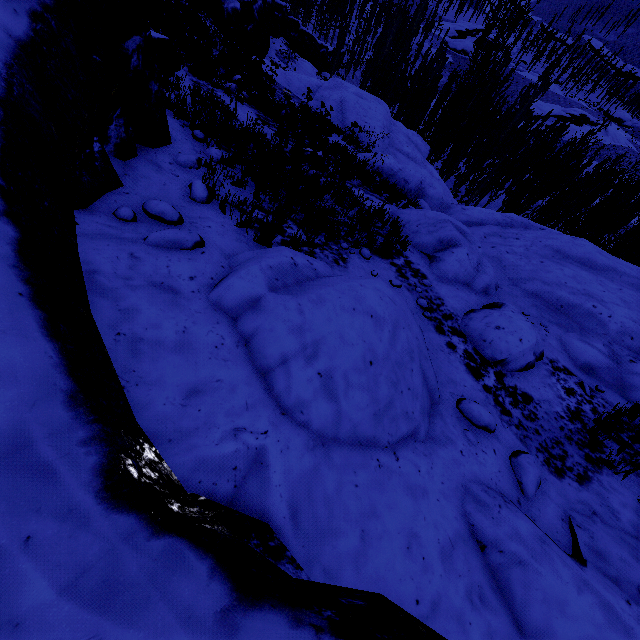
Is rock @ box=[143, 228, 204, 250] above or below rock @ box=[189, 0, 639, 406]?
above

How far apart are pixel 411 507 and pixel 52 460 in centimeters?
270cm

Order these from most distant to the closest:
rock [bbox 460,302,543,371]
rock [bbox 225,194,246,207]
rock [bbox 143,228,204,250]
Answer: rock [bbox 460,302,543,371], rock [bbox 225,194,246,207], rock [bbox 143,228,204,250]

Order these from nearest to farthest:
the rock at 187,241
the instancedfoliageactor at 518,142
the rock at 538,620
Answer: the rock at 538,620 < the rock at 187,241 < the instancedfoliageactor at 518,142

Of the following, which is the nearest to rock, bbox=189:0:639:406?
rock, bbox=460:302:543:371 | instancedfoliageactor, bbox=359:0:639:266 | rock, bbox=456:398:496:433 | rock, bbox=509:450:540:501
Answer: rock, bbox=460:302:543:371

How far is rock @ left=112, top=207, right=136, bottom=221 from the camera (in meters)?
3.75

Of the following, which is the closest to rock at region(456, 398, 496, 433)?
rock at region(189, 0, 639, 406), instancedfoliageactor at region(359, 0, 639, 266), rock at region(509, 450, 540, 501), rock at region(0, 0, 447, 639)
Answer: rock at region(509, 450, 540, 501)

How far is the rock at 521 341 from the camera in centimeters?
557cm
